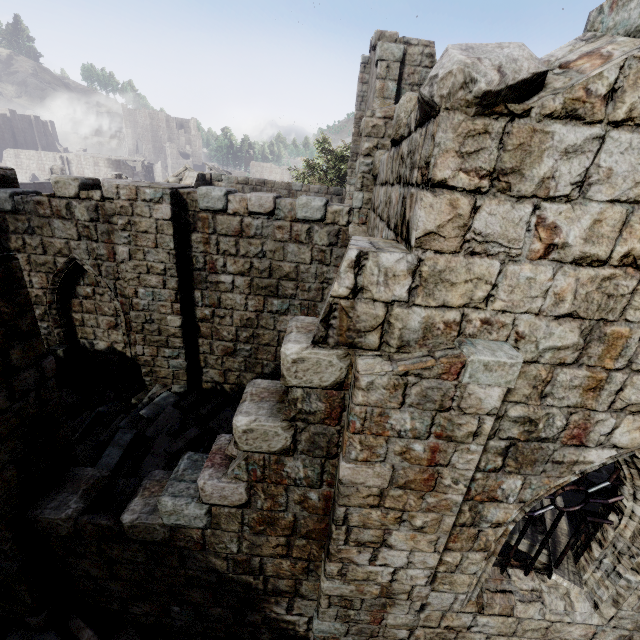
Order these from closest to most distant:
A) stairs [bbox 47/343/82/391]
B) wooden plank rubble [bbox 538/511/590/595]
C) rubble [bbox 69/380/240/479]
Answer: wooden plank rubble [bbox 538/511/590/595] < rubble [bbox 69/380/240/479] < stairs [bbox 47/343/82/391]

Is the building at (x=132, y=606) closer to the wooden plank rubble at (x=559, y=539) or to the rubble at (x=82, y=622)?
the rubble at (x=82, y=622)

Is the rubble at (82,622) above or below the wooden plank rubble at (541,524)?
below

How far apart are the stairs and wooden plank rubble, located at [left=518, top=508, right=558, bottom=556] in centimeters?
1010cm

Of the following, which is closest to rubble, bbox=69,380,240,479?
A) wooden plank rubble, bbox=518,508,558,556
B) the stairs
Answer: the stairs

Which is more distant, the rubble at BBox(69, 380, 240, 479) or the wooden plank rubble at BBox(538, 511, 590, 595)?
the rubble at BBox(69, 380, 240, 479)

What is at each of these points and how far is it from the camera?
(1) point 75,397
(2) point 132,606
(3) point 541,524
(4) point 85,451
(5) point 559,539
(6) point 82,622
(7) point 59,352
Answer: (1) rubble, 9.1 meters
(2) building, 5.1 meters
(3) wooden plank rubble, 5.8 meters
(4) rubble, 7.1 meters
(5) wooden plank rubble, 5.4 meters
(6) rubble, 5.0 meters
(7) stairs, 8.9 meters
